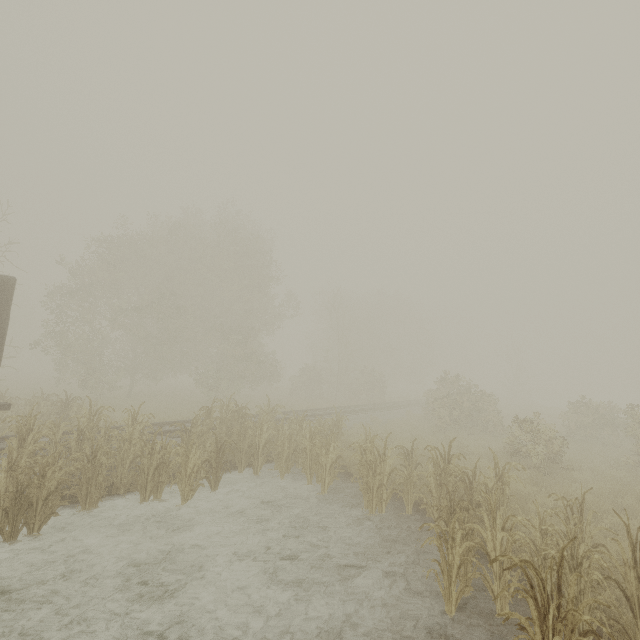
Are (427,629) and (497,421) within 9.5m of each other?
no
